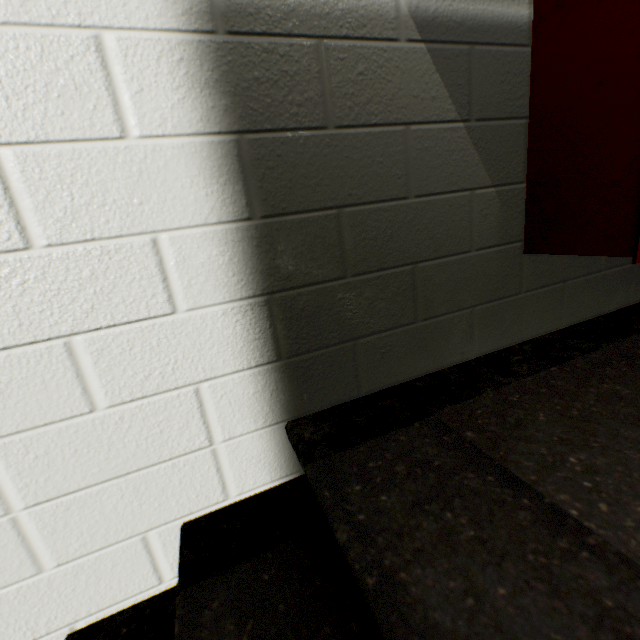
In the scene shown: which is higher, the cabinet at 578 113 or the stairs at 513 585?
the cabinet at 578 113

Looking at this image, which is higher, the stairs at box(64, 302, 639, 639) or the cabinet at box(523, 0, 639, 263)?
the cabinet at box(523, 0, 639, 263)

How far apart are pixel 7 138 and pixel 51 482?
0.7m
